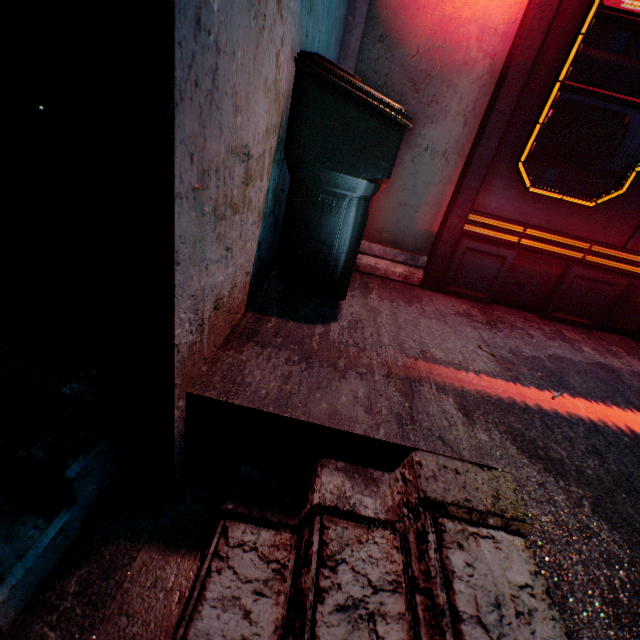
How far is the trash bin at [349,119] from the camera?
1.3 meters

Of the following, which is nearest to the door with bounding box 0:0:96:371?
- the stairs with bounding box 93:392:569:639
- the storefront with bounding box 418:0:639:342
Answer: the stairs with bounding box 93:392:569:639

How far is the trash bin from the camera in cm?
132

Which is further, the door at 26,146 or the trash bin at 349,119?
the trash bin at 349,119

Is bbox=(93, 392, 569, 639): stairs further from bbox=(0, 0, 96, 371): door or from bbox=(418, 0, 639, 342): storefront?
bbox=(418, 0, 639, 342): storefront

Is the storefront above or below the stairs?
→ above

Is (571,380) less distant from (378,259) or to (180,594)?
(378,259)

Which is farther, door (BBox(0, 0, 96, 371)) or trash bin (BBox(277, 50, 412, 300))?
trash bin (BBox(277, 50, 412, 300))
